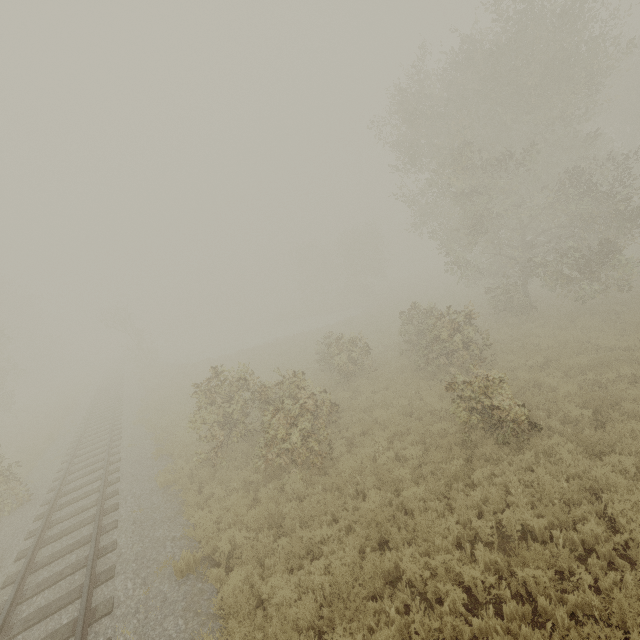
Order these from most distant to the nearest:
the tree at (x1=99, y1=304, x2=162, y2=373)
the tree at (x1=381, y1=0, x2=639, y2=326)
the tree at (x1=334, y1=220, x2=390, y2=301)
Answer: the tree at (x1=334, y1=220, x2=390, y2=301) → the tree at (x1=99, y1=304, x2=162, y2=373) → the tree at (x1=381, y1=0, x2=639, y2=326)

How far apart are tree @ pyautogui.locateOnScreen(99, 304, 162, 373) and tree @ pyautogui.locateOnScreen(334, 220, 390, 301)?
31.3m

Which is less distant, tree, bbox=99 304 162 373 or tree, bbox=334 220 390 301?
tree, bbox=99 304 162 373

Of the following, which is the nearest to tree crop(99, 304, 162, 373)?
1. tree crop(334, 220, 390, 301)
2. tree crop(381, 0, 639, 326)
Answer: tree crop(334, 220, 390, 301)

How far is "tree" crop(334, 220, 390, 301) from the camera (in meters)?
47.16

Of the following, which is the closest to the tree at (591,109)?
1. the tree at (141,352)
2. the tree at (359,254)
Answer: the tree at (359,254)

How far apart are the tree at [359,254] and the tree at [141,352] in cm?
3132

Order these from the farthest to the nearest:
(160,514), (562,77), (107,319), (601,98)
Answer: (107,319) → (601,98) → (562,77) → (160,514)
